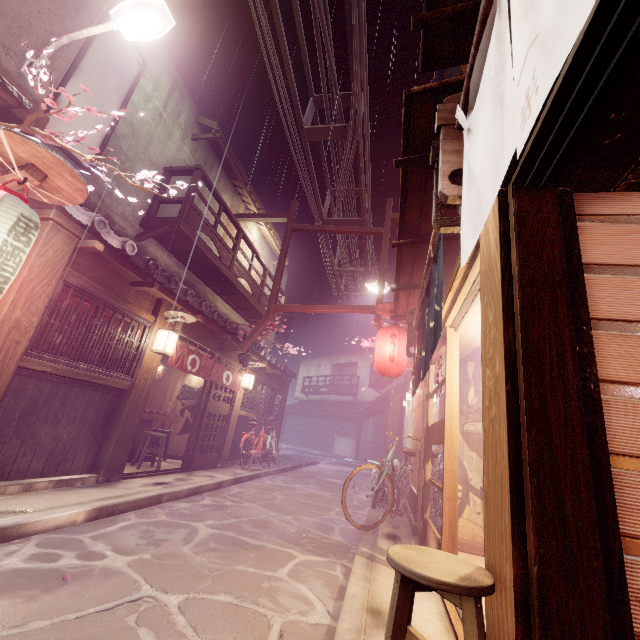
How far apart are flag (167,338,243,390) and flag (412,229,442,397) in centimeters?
825cm

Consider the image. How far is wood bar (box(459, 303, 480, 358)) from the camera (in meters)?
6.96

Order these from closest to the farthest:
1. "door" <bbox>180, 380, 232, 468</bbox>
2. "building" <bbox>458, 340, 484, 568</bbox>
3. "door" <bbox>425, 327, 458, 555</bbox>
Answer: "door" <bbox>425, 327, 458, 555</bbox> → "building" <bbox>458, 340, 484, 568</bbox> → "door" <bbox>180, 380, 232, 468</bbox>

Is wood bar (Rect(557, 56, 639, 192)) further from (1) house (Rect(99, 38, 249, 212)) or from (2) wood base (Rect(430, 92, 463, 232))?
(1) house (Rect(99, 38, 249, 212))

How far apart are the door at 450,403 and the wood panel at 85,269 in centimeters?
937cm

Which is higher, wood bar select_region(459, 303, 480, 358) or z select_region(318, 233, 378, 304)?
z select_region(318, 233, 378, 304)

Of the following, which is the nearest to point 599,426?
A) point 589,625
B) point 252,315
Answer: point 589,625

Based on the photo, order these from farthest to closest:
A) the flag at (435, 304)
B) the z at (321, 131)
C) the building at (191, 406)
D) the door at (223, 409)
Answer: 1. the building at (191, 406)
2. the door at (223, 409)
3. the z at (321, 131)
4. the flag at (435, 304)
